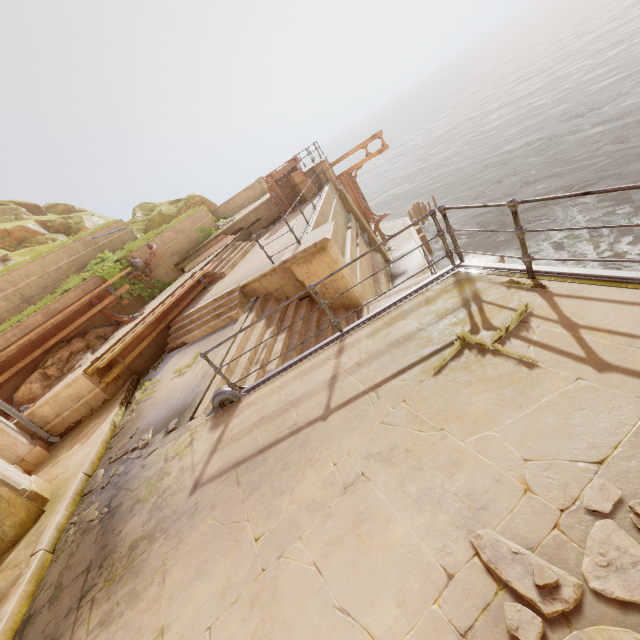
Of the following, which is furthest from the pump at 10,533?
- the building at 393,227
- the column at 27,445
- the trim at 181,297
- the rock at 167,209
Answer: the rock at 167,209

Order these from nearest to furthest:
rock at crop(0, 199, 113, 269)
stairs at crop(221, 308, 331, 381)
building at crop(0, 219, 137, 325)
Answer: stairs at crop(221, 308, 331, 381)
building at crop(0, 219, 137, 325)
rock at crop(0, 199, 113, 269)

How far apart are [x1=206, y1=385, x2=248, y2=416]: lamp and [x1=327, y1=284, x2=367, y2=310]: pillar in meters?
4.0

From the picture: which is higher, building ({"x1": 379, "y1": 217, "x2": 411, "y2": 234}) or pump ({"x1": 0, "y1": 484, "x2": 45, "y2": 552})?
pump ({"x1": 0, "y1": 484, "x2": 45, "y2": 552})

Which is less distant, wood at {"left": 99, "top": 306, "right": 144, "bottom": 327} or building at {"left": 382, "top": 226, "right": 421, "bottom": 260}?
wood at {"left": 99, "top": 306, "right": 144, "bottom": 327}

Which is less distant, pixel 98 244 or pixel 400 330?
pixel 400 330

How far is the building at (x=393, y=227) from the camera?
23.7m

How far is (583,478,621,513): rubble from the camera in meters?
1.9
